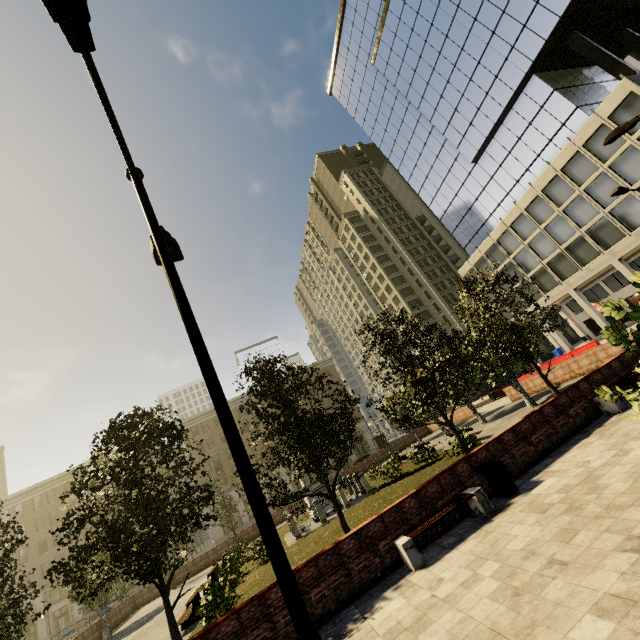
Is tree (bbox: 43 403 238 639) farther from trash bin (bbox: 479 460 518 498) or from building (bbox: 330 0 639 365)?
building (bbox: 330 0 639 365)

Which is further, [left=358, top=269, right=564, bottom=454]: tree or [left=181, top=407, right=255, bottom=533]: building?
[left=181, top=407, right=255, bottom=533]: building

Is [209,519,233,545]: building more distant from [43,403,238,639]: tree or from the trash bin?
the trash bin

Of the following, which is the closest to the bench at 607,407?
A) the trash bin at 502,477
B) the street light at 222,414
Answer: the trash bin at 502,477

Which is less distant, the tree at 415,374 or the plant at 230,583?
the plant at 230,583

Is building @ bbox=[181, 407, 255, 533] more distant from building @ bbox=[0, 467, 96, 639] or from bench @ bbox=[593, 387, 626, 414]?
bench @ bbox=[593, 387, 626, 414]

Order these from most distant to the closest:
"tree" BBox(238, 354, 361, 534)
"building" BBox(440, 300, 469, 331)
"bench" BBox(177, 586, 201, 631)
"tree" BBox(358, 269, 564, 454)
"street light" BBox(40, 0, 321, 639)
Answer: "building" BBox(440, 300, 469, 331) < "tree" BBox(358, 269, 564, 454) < "bench" BBox(177, 586, 201, 631) < "tree" BBox(238, 354, 361, 534) < "street light" BBox(40, 0, 321, 639)

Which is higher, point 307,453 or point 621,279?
point 621,279
